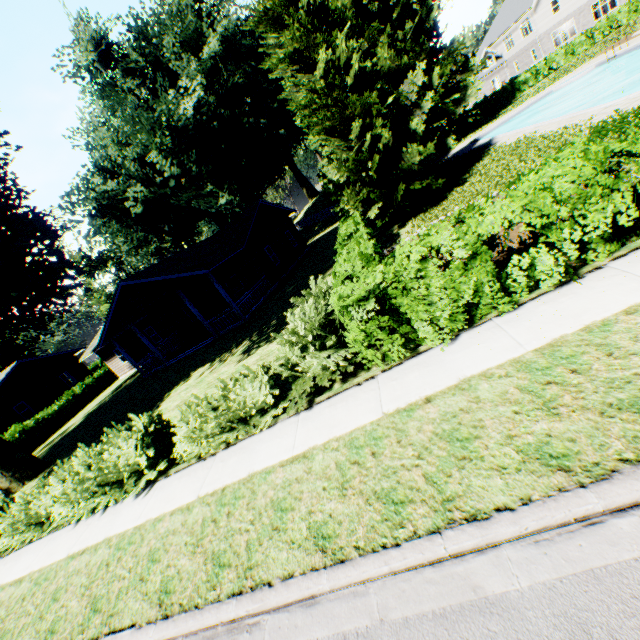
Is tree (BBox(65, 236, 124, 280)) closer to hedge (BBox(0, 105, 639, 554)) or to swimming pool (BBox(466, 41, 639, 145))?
hedge (BBox(0, 105, 639, 554))

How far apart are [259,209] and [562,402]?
25.72m

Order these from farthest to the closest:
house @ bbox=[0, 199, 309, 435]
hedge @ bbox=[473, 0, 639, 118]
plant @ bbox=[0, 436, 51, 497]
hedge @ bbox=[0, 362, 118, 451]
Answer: hedge @ bbox=[473, 0, 639, 118] → hedge @ bbox=[0, 362, 118, 451] → house @ bbox=[0, 199, 309, 435] → plant @ bbox=[0, 436, 51, 497]

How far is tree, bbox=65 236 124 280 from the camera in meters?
51.1

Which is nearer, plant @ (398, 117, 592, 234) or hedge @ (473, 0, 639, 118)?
plant @ (398, 117, 592, 234)

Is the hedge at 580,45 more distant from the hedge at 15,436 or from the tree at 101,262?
the tree at 101,262

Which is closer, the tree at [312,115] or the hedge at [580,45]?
the tree at [312,115]

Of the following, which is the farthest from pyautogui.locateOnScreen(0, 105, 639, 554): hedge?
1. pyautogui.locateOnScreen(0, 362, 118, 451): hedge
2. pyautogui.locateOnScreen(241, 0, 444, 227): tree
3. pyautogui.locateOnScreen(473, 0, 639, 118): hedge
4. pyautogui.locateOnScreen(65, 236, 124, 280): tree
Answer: pyautogui.locateOnScreen(65, 236, 124, 280): tree
